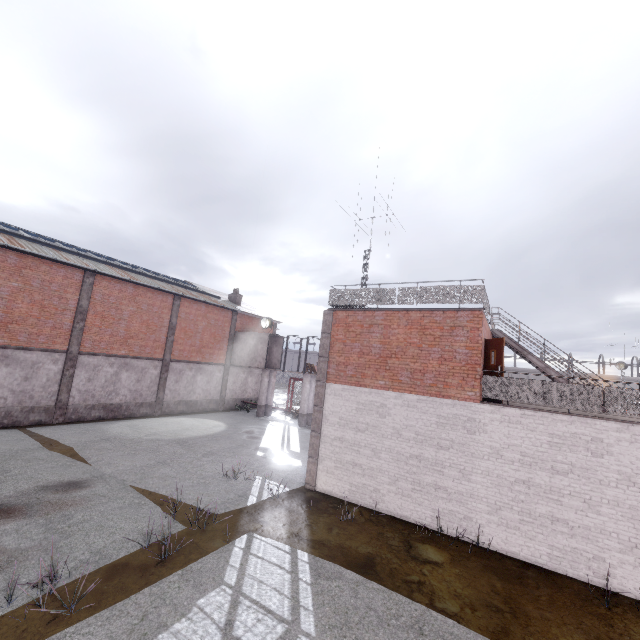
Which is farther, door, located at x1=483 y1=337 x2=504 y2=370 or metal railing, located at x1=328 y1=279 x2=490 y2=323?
metal railing, located at x1=328 y1=279 x2=490 y2=323

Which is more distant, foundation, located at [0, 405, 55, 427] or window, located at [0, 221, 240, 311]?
window, located at [0, 221, 240, 311]

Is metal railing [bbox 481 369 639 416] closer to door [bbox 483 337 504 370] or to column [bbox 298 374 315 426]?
door [bbox 483 337 504 370]

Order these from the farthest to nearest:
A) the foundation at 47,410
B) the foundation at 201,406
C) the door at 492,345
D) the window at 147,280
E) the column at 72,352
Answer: the foundation at 201,406 < the column at 72,352 < the window at 147,280 < the foundation at 47,410 < the door at 492,345

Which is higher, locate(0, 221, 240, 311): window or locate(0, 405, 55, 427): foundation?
locate(0, 221, 240, 311): window

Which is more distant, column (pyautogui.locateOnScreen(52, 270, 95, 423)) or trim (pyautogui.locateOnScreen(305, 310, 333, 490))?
column (pyautogui.locateOnScreen(52, 270, 95, 423))

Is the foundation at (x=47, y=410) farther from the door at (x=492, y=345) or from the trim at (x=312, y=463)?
the door at (x=492, y=345)

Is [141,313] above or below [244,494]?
above
